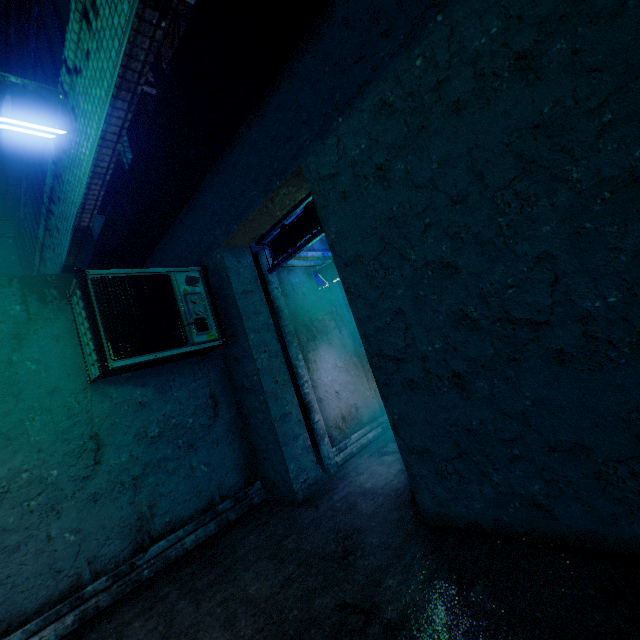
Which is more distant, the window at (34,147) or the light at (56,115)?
the window at (34,147)

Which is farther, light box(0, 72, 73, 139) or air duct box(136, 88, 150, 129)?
air duct box(136, 88, 150, 129)

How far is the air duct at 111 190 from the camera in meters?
3.5 m

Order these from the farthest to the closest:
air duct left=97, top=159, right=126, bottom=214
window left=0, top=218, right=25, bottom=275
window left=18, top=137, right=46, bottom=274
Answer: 1. window left=0, top=218, right=25, bottom=275
2. window left=18, top=137, right=46, bottom=274
3. air duct left=97, top=159, right=126, bottom=214

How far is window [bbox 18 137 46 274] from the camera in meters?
4.1 m

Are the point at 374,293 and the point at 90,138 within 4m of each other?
yes

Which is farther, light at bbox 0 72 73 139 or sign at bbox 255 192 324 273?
sign at bbox 255 192 324 273

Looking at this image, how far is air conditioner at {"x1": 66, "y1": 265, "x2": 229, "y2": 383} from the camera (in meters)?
2.74
